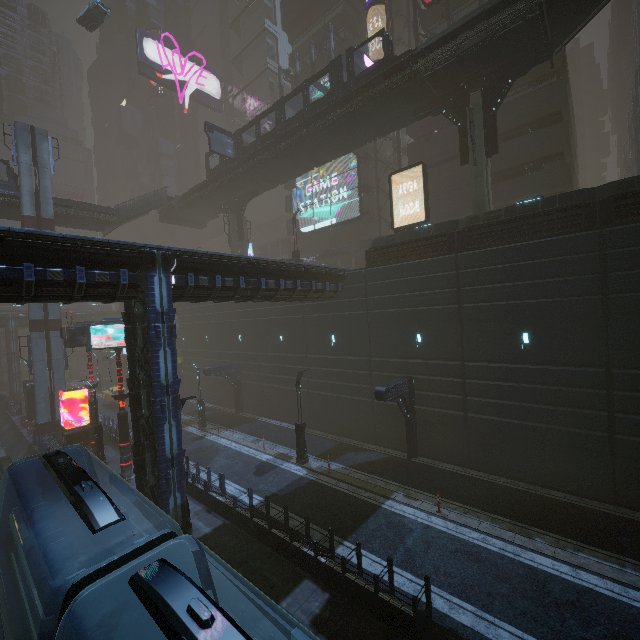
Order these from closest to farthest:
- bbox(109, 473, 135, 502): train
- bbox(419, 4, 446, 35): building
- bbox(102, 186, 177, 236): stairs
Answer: Answer: bbox(109, 473, 135, 502): train → bbox(419, 4, 446, 35): building → bbox(102, 186, 177, 236): stairs

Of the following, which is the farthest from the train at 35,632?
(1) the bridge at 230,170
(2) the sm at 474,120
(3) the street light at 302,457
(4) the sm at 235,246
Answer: (4) the sm at 235,246

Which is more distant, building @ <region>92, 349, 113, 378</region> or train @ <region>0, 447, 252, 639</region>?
building @ <region>92, 349, 113, 378</region>

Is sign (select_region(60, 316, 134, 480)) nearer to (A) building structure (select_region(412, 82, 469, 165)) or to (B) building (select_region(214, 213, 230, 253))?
(B) building (select_region(214, 213, 230, 253))

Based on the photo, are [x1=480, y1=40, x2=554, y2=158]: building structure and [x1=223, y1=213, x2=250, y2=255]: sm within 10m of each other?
no

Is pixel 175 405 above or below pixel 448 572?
above

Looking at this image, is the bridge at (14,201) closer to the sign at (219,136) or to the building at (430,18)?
the building at (430,18)

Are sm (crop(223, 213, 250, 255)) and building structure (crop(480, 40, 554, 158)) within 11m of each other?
no
